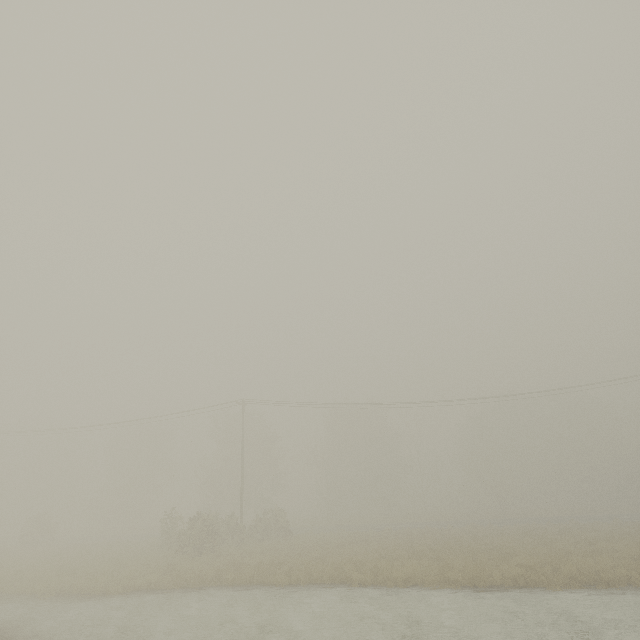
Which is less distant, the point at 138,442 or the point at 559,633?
the point at 559,633
